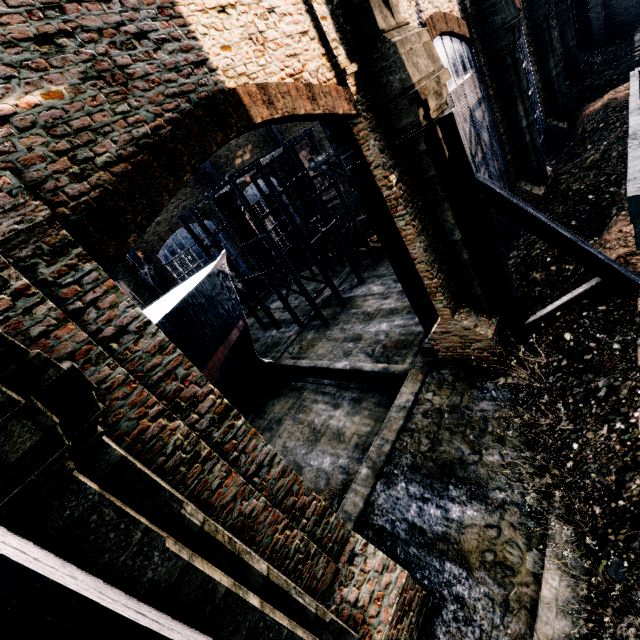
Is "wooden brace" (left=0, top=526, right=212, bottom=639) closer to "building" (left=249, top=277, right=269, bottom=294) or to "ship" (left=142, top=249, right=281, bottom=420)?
"building" (left=249, top=277, right=269, bottom=294)

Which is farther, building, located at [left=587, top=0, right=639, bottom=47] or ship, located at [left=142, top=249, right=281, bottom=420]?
building, located at [left=587, top=0, right=639, bottom=47]

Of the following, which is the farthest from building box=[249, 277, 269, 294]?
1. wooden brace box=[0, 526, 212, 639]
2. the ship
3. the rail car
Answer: the ship

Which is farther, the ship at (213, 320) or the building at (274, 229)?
the building at (274, 229)

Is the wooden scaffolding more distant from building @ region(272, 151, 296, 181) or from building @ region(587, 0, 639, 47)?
building @ region(587, 0, 639, 47)

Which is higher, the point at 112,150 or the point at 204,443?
the point at 112,150

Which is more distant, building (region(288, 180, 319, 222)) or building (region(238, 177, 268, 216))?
building (region(288, 180, 319, 222))

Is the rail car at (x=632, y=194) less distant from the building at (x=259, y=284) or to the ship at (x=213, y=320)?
the building at (x=259, y=284)
